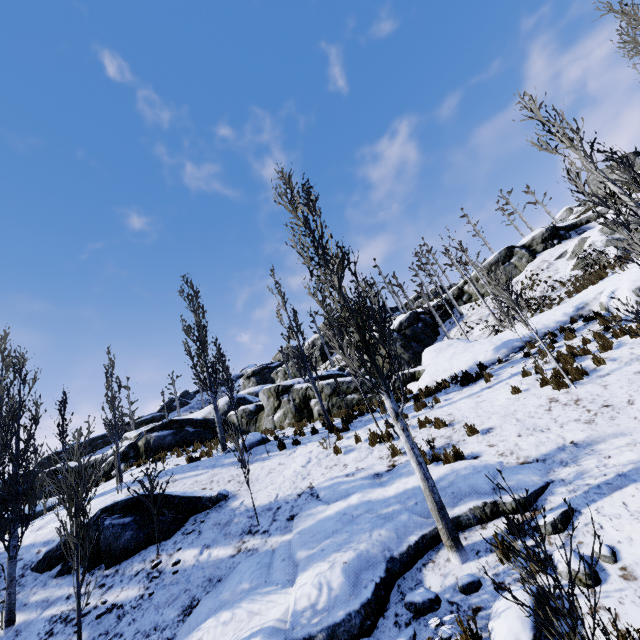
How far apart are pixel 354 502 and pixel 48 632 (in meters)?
7.18

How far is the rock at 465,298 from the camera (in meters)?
33.28

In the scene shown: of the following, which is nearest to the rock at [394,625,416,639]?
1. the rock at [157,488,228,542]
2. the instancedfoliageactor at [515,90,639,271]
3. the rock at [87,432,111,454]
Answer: the instancedfoliageactor at [515,90,639,271]

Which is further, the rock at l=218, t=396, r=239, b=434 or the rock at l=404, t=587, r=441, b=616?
the rock at l=218, t=396, r=239, b=434

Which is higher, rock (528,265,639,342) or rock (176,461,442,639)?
rock (528,265,639,342)

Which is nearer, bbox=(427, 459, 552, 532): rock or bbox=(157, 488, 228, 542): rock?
bbox=(427, 459, 552, 532): rock

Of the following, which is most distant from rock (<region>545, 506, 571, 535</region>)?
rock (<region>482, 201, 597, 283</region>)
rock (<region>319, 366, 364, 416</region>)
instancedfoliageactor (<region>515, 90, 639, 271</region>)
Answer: rock (<region>482, 201, 597, 283</region>)

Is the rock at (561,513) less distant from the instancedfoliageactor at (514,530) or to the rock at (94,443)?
the instancedfoliageactor at (514,530)
